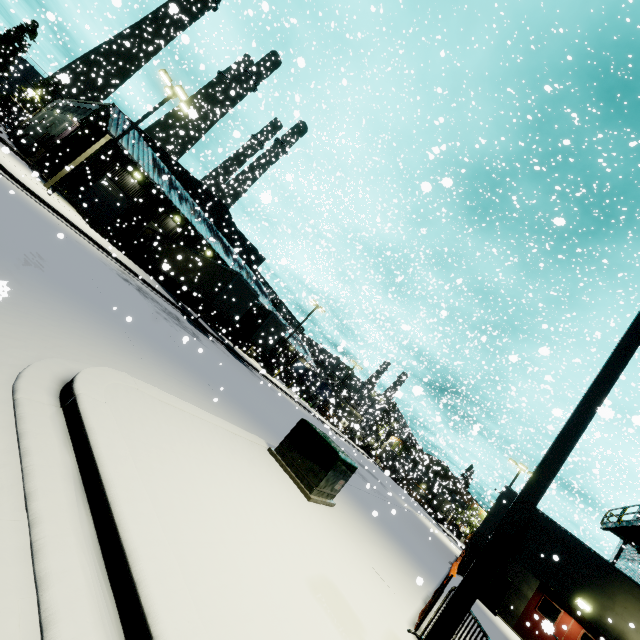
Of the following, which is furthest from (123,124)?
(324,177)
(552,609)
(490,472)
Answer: (490,472)

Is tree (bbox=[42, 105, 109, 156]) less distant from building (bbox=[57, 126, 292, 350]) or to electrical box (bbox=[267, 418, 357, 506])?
building (bbox=[57, 126, 292, 350])

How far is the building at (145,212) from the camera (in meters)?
25.27

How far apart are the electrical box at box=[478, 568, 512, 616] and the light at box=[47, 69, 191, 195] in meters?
29.4

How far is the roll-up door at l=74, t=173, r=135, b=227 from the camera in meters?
26.8

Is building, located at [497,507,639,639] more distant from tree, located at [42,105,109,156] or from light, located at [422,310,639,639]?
light, located at [422,310,639,639]

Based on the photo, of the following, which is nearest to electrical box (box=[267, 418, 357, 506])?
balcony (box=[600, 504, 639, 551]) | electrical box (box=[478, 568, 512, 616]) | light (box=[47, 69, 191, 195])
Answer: balcony (box=[600, 504, 639, 551])

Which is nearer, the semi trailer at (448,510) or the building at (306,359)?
the building at (306,359)
